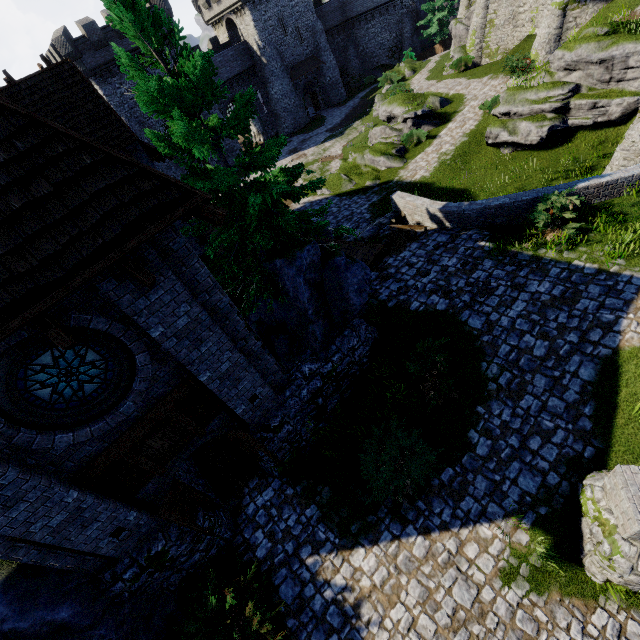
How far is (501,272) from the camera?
9.8m

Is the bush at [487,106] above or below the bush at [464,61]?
below

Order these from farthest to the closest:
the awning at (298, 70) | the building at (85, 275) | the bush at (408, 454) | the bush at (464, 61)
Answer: the awning at (298, 70)
the bush at (464, 61)
the bush at (408, 454)
the building at (85, 275)

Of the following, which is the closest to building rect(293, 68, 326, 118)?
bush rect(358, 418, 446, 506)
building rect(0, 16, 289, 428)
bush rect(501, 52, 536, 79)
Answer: building rect(0, 16, 289, 428)

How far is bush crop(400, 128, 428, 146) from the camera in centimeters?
2142cm

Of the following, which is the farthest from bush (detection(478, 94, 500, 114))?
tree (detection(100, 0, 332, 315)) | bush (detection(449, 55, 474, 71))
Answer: tree (detection(100, 0, 332, 315))

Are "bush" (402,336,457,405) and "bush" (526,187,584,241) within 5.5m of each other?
yes

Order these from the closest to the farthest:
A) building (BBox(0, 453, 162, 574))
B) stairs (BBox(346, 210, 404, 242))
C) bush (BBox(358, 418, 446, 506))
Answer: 1. building (BBox(0, 453, 162, 574))
2. bush (BBox(358, 418, 446, 506))
3. stairs (BBox(346, 210, 404, 242))
